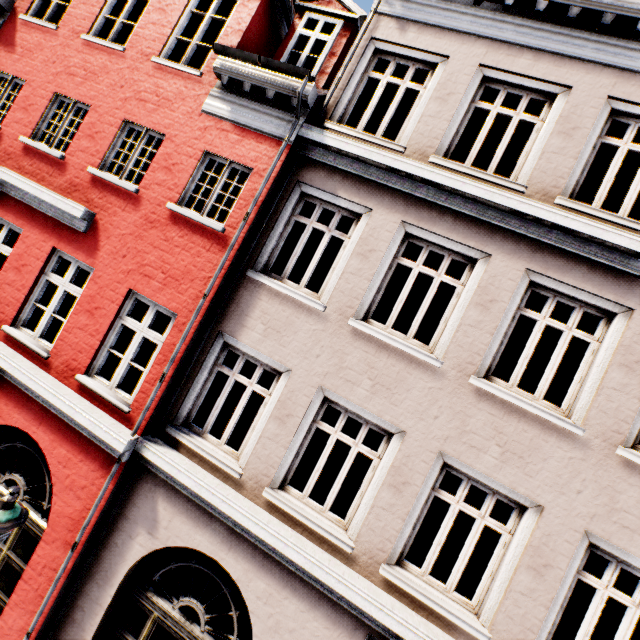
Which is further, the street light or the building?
the building

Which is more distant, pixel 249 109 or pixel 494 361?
pixel 249 109

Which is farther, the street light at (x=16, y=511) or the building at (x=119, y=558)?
the building at (x=119, y=558)
